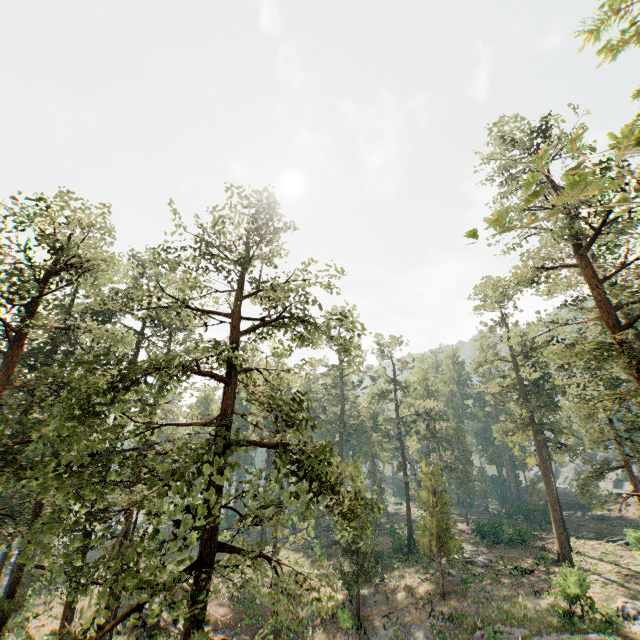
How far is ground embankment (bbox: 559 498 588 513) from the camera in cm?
5581

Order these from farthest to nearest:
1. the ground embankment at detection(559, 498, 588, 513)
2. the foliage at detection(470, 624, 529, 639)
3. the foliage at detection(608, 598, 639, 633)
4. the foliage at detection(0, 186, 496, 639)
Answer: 1. the ground embankment at detection(559, 498, 588, 513)
2. the foliage at detection(608, 598, 639, 633)
3. the foliage at detection(470, 624, 529, 639)
4. the foliage at detection(0, 186, 496, 639)

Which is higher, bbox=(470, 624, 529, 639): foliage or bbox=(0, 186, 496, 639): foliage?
bbox=(0, 186, 496, 639): foliage

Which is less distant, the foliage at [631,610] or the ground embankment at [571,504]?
the foliage at [631,610]

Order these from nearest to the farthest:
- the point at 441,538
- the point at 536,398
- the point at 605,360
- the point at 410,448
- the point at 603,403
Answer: the point at 605,360
the point at 603,403
the point at 441,538
the point at 536,398
the point at 410,448

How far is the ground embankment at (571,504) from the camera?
55.81m

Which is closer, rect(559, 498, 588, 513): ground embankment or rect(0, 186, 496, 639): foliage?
rect(0, 186, 496, 639): foliage
